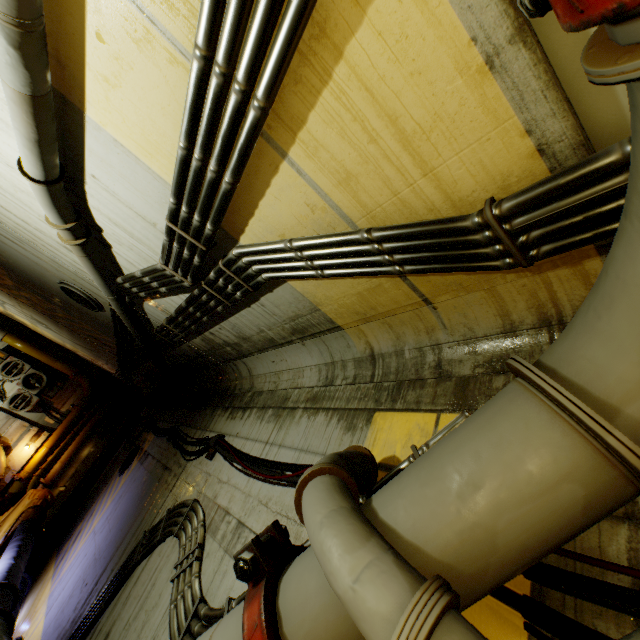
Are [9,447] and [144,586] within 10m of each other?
no

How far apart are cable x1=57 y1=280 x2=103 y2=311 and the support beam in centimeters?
691cm

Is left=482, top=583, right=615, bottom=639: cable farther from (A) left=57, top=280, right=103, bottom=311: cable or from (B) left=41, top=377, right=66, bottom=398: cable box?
(B) left=41, top=377, right=66, bottom=398: cable box

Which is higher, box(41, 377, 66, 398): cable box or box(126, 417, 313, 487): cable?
box(126, 417, 313, 487): cable

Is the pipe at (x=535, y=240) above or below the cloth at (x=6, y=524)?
above

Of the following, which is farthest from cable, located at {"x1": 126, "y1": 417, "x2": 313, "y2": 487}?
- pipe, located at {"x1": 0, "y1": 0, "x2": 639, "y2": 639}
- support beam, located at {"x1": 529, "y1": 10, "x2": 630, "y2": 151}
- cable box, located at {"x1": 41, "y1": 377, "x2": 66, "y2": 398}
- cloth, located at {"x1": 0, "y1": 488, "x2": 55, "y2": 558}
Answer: cable box, located at {"x1": 41, "y1": 377, "x2": 66, "y2": 398}

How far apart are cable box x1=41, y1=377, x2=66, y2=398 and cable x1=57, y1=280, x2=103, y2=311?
10.0 meters

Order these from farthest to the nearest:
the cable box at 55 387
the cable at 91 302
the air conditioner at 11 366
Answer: the cable box at 55 387
the air conditioner at 11 366
the cable at 91 302
